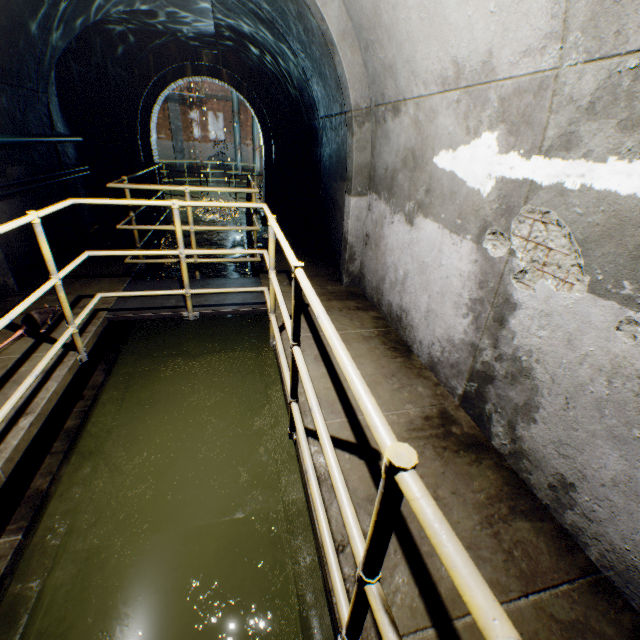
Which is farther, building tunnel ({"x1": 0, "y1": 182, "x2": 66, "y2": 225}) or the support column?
the support column

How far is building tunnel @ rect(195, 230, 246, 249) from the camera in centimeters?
927cm

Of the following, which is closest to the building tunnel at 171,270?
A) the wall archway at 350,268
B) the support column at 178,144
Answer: the wall archway at 350,268

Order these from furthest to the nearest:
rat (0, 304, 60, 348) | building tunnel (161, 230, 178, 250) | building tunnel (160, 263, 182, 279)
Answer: building tunnel (161, 230, 178, 250) < building tunnel (160, 263, 182, 279) < rat (0, 304, 60, 348)

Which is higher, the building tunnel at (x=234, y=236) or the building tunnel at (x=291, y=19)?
the building tunnel at (x=291, y=19)

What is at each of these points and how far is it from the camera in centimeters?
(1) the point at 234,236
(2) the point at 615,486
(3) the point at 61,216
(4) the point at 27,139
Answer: (1) building tunnel, 1045cm
(2) building tunnel, 156cm
(3) building tunnel, 546cm
(4) cable, 433cm

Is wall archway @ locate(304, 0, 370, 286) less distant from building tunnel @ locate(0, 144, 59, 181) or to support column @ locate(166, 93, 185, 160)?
building tunnel @ locate(0, 144, 59, 181)

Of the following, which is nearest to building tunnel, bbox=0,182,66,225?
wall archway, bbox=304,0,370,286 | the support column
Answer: wall archway, bbox=304,0,370,286
